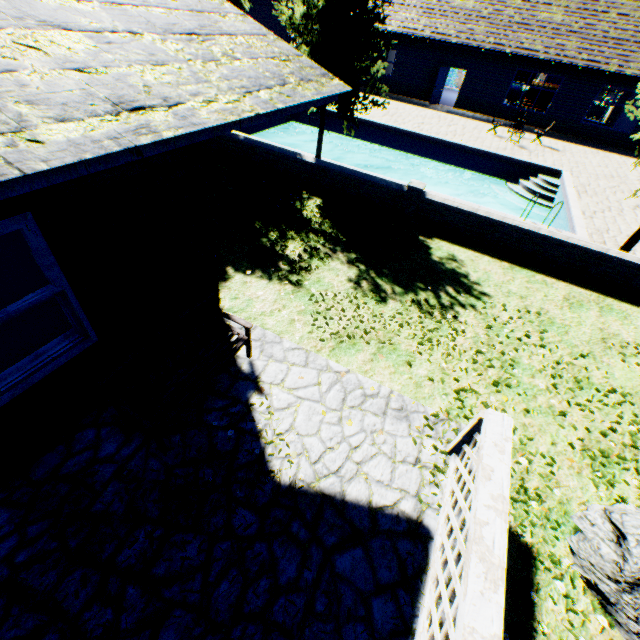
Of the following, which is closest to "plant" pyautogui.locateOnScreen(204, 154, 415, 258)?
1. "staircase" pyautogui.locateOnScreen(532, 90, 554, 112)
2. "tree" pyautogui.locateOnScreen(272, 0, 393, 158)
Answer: "tree" pyautogui.locateOnScreen(272, 0, 393, 158)

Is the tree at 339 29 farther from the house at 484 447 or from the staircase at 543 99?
the staircase at 543 99

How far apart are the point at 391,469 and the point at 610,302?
7.19m

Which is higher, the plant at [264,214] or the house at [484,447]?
the house at [484,447]

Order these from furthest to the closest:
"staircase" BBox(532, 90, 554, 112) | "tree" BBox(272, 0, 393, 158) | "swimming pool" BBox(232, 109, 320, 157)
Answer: "staircase" BBox(532, 90, 554, 112), "swimming pool" BBox(232, 109, 320, 157), "tree" BBox(272, 0, 393, 158)

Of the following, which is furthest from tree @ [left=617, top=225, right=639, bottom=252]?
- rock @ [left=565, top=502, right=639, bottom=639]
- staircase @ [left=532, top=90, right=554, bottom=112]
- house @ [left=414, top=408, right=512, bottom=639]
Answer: staircase @ [left=532, top=90, right=554, bottom=112]

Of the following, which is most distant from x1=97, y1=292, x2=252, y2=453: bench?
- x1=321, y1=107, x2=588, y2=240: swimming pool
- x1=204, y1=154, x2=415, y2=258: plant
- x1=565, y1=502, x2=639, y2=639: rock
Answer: x1=321, y1=107, x2=588, y2=240: swimming pool

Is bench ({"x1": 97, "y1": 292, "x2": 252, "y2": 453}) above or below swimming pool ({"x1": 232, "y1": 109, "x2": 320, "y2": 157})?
above
